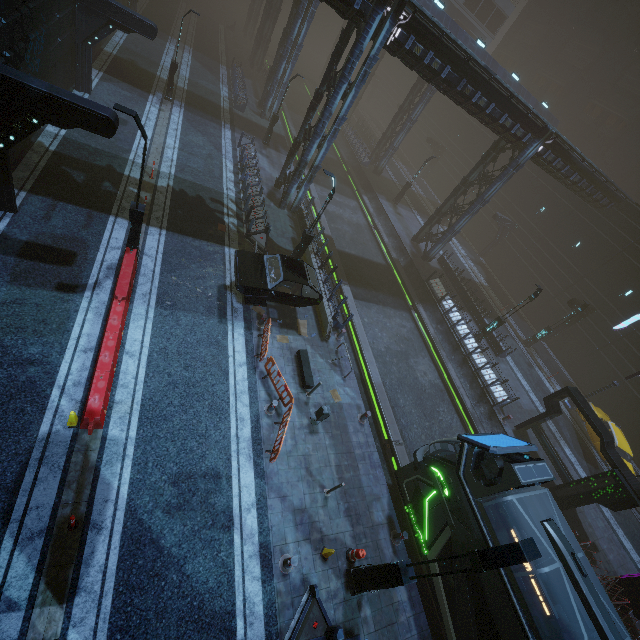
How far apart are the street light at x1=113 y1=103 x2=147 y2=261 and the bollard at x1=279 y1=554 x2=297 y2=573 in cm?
1182

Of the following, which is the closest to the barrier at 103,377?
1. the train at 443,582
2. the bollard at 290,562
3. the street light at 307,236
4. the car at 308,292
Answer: the car at 308,292

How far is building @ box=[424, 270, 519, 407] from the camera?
19.8 meters

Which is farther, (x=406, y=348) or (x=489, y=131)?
(x=489, y=131)

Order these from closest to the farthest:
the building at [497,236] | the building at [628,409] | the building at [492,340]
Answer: the building at [497,236]
the building at [492,340]
the building at [628,409]

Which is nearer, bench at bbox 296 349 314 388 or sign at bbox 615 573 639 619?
bench at bbox 296 349 314 388

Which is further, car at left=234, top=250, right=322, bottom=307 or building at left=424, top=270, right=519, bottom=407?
building at left=424, top=270, right=519, bottom=407
